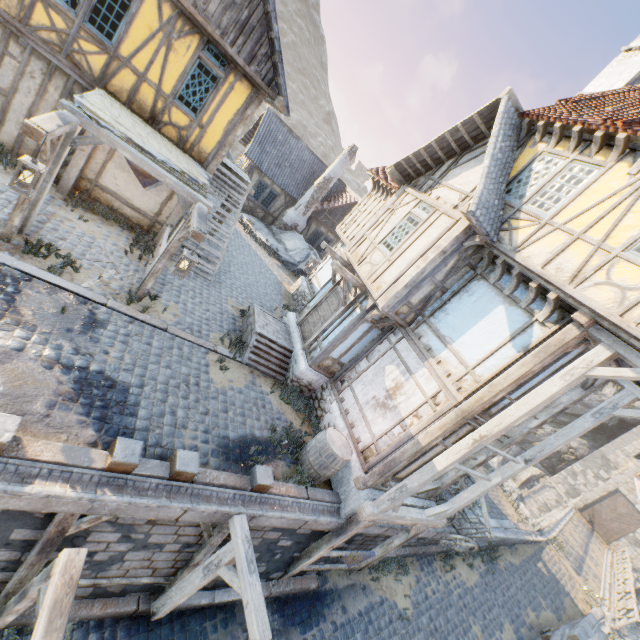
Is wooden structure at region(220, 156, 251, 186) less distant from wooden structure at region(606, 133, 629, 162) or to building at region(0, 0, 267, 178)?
building at region(0, 0, 267, 178)

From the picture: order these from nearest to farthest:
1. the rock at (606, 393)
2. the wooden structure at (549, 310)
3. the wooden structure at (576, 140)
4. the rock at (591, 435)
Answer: the wooden structure at (549, 310) → the wooden structure at (576, 140) → the rock at (591, 435) → the rock at (606, 393)

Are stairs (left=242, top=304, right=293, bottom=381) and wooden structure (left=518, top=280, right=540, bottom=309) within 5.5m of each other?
no

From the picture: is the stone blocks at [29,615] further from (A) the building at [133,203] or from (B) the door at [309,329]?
(B) the door at [309,329]

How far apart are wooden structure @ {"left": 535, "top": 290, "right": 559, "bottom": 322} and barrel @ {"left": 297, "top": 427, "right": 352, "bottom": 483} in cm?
525

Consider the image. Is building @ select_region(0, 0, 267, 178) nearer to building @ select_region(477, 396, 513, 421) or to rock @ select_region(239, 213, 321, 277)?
rock @ select_region(239, 213, 321, 277)

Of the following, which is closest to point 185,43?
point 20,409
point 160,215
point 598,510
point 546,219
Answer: point 160,215

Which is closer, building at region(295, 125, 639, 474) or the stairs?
building at region(295, 125, 639, 474)
